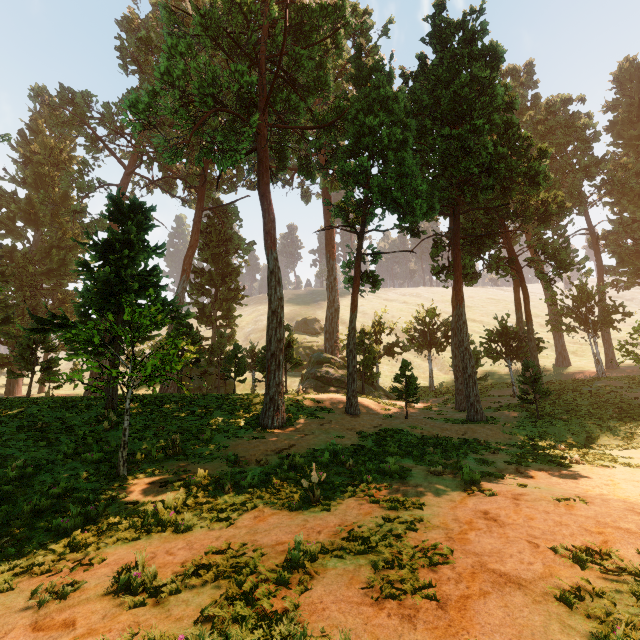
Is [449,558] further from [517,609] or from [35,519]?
[35,519]
